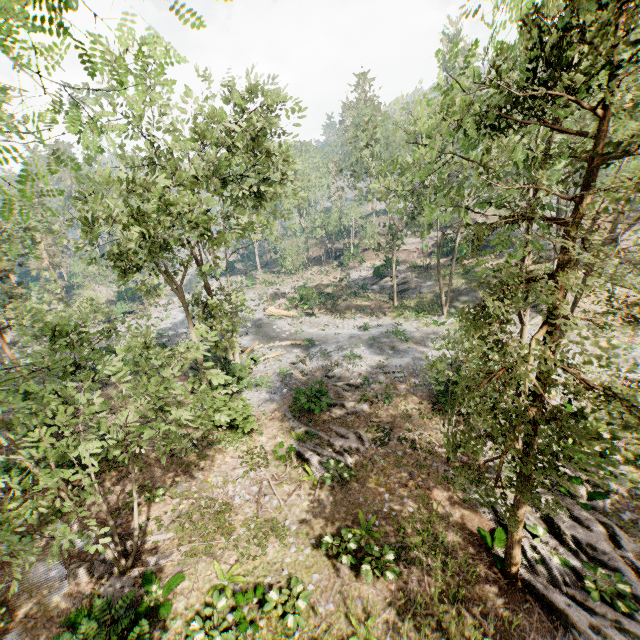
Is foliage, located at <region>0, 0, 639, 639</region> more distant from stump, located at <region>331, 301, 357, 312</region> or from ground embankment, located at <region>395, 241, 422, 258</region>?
stump, located at <region>331, 301, 357, 312</region>

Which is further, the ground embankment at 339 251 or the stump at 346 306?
the ground embankment at 339 251

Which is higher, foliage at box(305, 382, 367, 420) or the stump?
the stump

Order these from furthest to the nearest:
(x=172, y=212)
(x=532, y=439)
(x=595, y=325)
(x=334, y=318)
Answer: (x=334, y=318) < (x=172, y=212) < (x=595, y=325) < (x=532, y=439)

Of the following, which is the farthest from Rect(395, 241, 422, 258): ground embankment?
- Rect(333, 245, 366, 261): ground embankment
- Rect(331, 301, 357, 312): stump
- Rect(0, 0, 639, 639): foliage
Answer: Rect(331, 301, 357, 312): stump

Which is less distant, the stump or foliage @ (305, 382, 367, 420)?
foliage @ (305, 382, 367, 420)

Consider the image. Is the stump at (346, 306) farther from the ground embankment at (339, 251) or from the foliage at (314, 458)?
the ground embankment at (339, 251)
